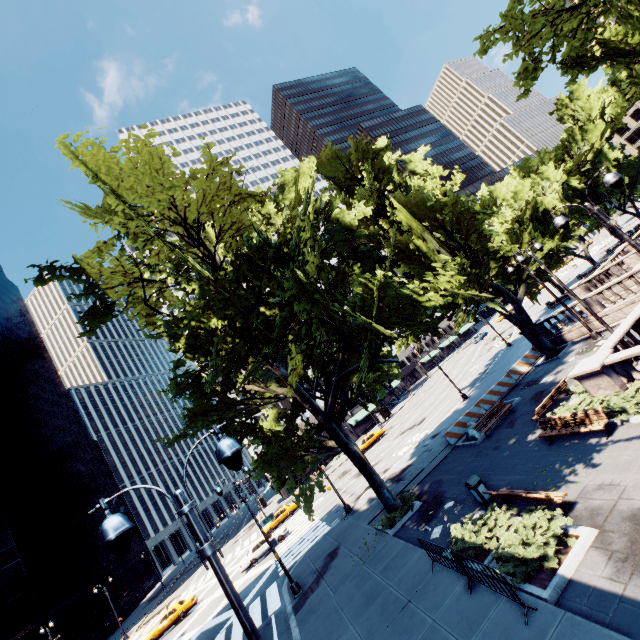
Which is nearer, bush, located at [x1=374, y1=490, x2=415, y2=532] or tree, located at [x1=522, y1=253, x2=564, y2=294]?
bush, located at [x1=374, y1=490, x2=415, y2=532]

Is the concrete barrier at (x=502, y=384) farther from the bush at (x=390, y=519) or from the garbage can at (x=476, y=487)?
the garbage can at (x=476, y=487)

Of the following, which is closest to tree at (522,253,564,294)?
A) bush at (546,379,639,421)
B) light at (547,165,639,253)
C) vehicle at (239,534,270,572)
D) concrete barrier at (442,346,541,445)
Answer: concrete barrier at (442,346,541,445)

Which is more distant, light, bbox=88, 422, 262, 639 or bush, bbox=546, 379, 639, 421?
bush, bbox=546, 379, 639, 421

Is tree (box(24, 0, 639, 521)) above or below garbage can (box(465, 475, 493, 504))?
above

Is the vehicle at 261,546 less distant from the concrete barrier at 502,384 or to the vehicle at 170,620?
the vehicle at 170,620

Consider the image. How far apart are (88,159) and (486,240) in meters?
22.3

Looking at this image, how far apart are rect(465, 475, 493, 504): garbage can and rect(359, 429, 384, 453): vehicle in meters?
31.6 m
